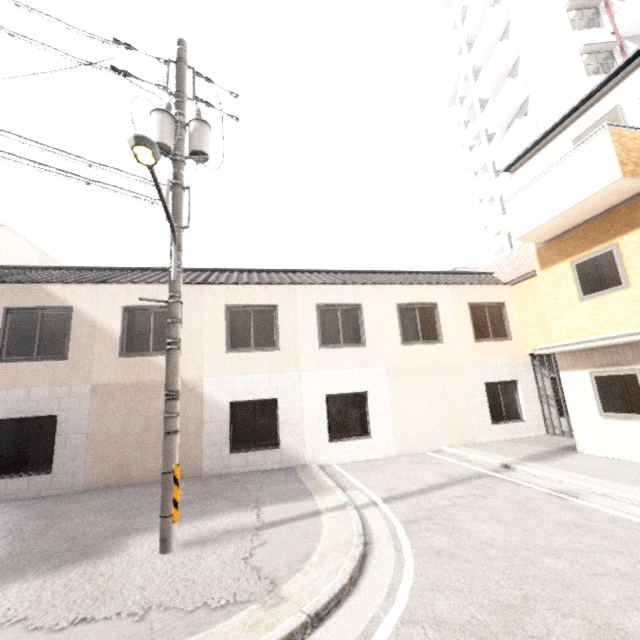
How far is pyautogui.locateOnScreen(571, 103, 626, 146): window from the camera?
7.6 meters

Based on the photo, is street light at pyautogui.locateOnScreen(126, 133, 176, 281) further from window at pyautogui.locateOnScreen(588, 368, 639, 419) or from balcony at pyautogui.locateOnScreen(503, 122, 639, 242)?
window at pyautogui.locateOnScreen(588, 368, 639, 419)

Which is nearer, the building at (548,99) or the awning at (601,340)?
the awning at (601,340)

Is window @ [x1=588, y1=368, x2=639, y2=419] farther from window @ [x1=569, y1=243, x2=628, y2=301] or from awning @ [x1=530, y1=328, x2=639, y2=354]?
window @ [x1=569, y1=243, x2=628, y2=301]

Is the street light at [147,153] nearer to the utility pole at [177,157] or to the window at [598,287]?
the utility pole at [177,157]

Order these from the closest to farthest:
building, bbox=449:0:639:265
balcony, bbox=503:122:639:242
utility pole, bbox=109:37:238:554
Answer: utility pole, bbox=109:37:238:554, balcony, bbox=503:122:639:242, building, bbox=449:0:639:265

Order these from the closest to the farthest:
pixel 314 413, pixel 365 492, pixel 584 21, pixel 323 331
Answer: pixel 365 492
pixel 314 413
pixel 323 331
pixel 584 21

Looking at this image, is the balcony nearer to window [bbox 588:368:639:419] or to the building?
window [bbox 588:368:639:419]
